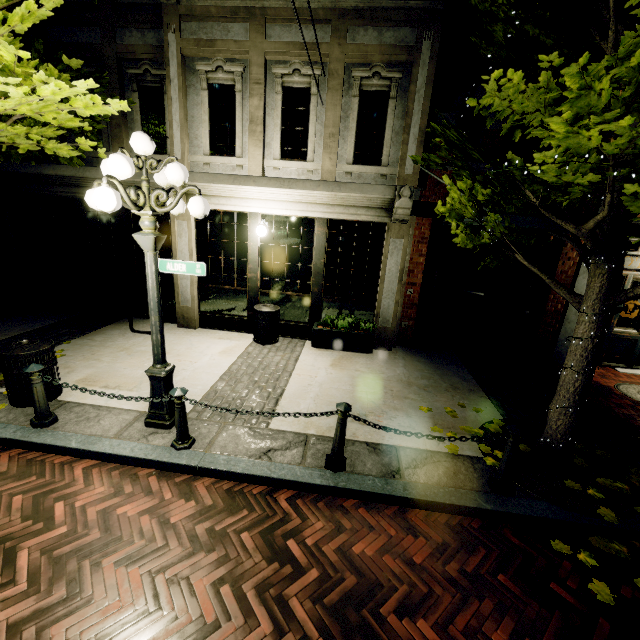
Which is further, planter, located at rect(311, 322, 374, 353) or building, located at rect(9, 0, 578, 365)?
planter, located at rect(311, 322, 374, 353)

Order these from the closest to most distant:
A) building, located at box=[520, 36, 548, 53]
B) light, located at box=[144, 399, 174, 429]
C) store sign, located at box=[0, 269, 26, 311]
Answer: light, located at box=[144, 399, 174, 429] < building, located at box=[520, 36, 548, 53] < store sign, located at box=[0, 269, 26, 311]

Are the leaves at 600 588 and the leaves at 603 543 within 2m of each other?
yes

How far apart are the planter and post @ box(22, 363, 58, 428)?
4.7 meters

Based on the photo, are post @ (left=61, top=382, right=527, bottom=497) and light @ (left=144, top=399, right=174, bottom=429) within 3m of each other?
yes

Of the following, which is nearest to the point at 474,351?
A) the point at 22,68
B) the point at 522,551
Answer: the point at 522,551

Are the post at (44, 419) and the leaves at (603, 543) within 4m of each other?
no

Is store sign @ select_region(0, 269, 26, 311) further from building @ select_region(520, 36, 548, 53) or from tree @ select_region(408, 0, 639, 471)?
tree @ select_region(408, 0, 639, 471)
